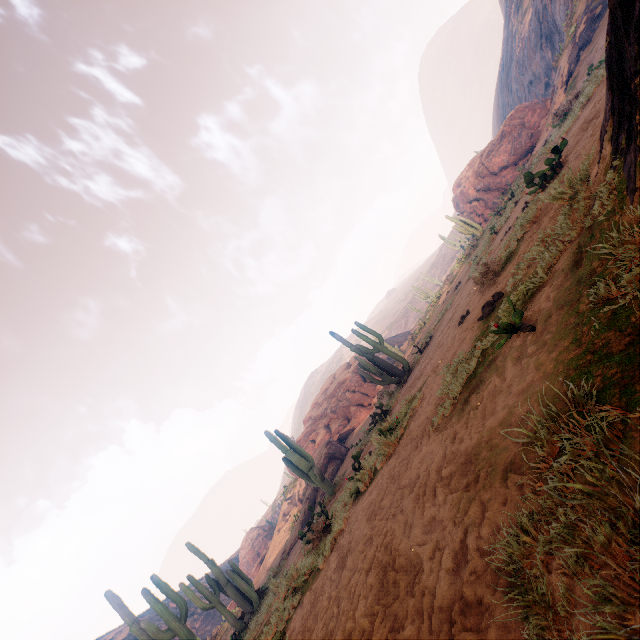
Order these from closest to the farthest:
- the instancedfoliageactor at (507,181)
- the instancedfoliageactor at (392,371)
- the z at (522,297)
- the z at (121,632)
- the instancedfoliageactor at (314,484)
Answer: the z at (522,297) → the instancedfoliageactor at (314,484) → the instancedfoliageactor at (392,371) → the instancedfoliageactor at (507,181) → the z at (121,632)

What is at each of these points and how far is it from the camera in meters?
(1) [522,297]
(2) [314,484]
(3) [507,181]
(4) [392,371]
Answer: (1) z, 3.7
(2) instancedfoliageactor, 12.4
(3) instancedfoliageactor, 27.9
(4) instancedfoliageactor, 13.8

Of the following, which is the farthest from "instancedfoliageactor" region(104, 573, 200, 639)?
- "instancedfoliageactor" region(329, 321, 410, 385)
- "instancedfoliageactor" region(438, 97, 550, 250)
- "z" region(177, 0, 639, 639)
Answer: "instancedfoliageactor" region(438, 97, 550, 250)

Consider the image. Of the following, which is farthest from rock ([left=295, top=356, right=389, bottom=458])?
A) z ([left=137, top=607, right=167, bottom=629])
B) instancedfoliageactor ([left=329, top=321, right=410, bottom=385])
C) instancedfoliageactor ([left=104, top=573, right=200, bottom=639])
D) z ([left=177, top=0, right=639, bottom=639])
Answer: z ([left=137, top=607, right=167, bottom=629])

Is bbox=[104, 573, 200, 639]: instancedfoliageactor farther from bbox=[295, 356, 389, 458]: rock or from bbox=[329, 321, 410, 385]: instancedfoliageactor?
bbox=[295, 356, 389, 458]: rock

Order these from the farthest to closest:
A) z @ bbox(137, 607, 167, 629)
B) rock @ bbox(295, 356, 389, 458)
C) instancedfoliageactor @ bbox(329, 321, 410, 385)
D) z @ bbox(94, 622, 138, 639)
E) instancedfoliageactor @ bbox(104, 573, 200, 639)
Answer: z @ bbox(94, 622, 138, 639)
z @ bbox(137, 607, 167, 629)
rock @ bbox(295, 356, 389, 458)
instancedfoliageactor @ bbox(329, 321, 410, 385)
instancedfoliageactor @ bbox(104, 573, 200, 639)

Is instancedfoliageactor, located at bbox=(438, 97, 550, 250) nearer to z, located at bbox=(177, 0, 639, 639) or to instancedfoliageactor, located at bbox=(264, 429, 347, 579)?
z, located at bbox=(177, 0, 639, 639)

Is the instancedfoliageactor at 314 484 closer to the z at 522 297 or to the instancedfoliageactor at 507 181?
the z at 522 297
